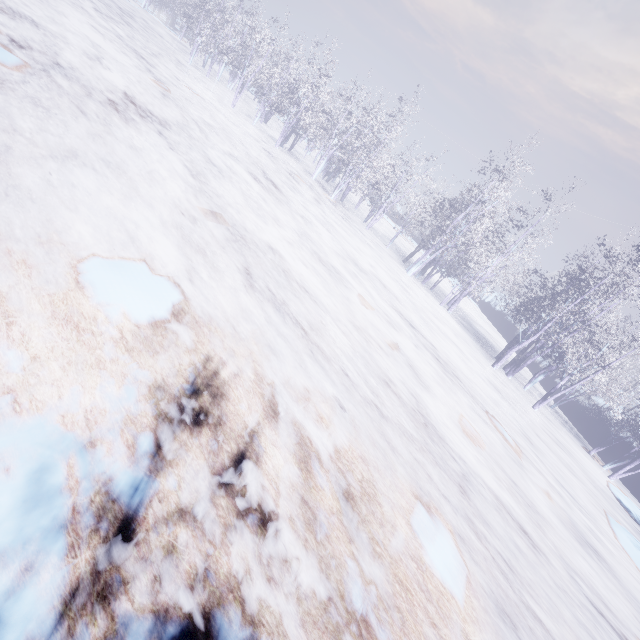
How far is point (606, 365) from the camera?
12.44m
